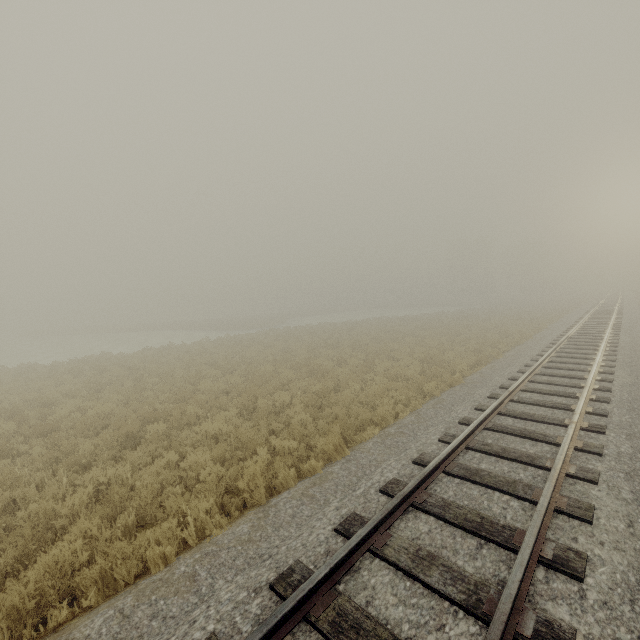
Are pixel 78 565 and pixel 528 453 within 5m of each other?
no
